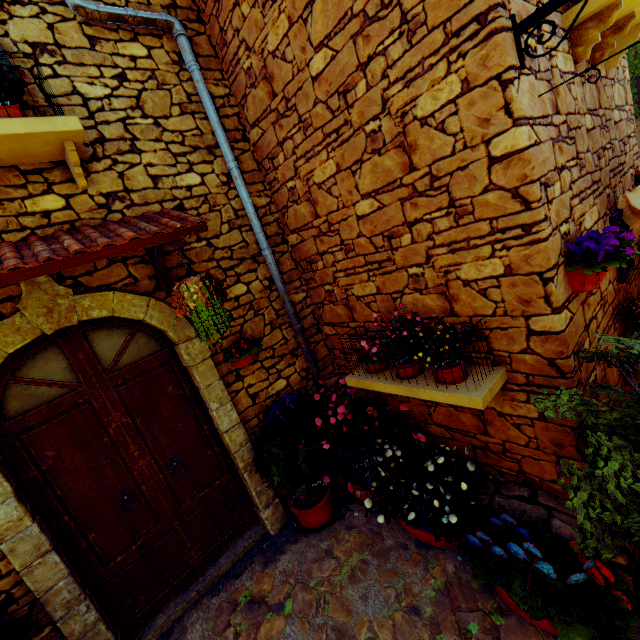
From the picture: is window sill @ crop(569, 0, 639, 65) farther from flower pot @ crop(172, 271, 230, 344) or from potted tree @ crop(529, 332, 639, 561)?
flower pot @ crop(172, 271, 230, 344)

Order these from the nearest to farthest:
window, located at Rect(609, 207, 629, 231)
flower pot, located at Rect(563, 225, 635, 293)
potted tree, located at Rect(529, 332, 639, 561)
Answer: potted tree, located at Rect(529, 332, 639, 561)
flower pot, located at Rect(563, 225, 635, 293)
window, located at Rect(609, 207, 629, 231)

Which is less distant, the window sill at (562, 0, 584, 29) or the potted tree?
the potted tree

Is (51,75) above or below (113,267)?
above

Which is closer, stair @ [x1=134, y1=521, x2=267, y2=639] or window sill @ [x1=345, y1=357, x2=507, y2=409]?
window sill @ [x1=345, y1=357, x2=507, y2=409]

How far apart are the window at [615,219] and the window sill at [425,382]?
1.9m

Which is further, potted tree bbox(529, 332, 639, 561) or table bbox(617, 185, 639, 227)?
table bbox(617, 185, 639, 227)

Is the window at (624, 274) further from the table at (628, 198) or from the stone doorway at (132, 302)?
the stone doorway at (132, 302)
